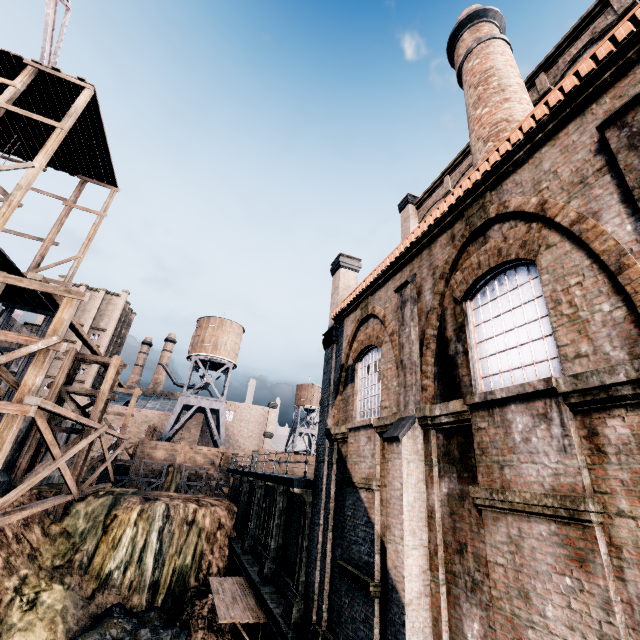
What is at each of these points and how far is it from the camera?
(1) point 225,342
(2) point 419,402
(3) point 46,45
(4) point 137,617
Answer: (1) water tower, 51.62m
(2) building, 8.60m
(3) crane, 23.52m
(4) stone debris, 19.36m

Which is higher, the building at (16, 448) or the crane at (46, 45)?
the crane at (46, 45)

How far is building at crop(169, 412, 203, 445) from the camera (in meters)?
56.66

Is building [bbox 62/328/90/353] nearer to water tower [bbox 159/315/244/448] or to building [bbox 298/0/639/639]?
water tower [bbox 159/315/244/448]

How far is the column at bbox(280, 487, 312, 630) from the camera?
11.8m

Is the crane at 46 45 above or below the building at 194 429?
above

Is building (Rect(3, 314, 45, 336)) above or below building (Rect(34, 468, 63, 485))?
above

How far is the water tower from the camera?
46.41m
